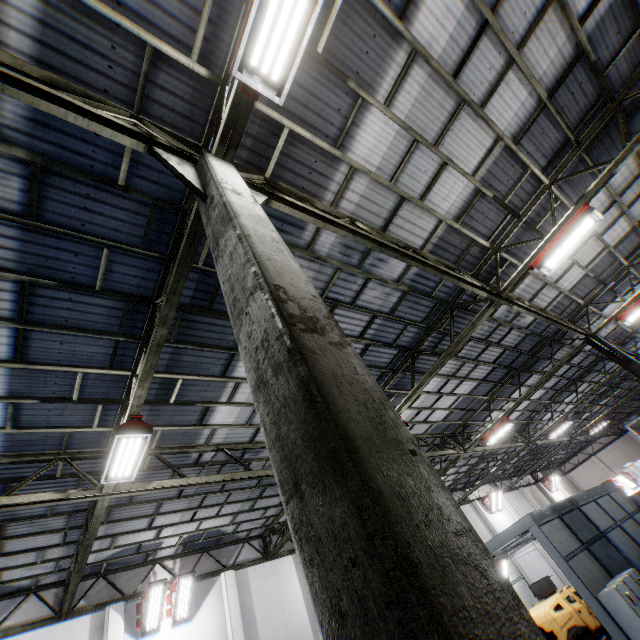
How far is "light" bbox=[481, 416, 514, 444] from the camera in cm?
1462

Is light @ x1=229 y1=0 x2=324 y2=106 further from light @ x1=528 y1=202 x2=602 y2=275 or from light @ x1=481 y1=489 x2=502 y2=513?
light @ x1=481 y1=489 x2=502 y2=513

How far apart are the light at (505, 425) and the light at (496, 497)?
13.39m

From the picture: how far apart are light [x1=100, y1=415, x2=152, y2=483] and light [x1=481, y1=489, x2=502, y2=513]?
27.3 meters

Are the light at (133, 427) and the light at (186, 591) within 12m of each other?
yes

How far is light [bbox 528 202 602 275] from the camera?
7.1 meters

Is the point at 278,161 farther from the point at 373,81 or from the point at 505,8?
the point at 505,8

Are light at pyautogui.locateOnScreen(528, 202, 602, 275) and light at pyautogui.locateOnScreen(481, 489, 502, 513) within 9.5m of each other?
no
